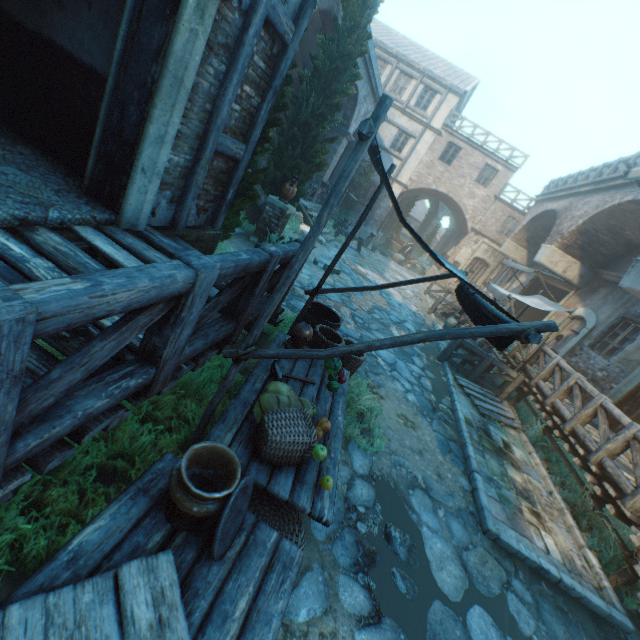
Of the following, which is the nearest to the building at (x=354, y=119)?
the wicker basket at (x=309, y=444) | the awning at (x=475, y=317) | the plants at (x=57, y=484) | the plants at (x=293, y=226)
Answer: the plants at (x=57, y=484)

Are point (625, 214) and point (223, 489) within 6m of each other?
no

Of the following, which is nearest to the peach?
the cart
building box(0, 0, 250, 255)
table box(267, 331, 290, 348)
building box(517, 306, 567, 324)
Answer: table box(267, 331, 290, 348)

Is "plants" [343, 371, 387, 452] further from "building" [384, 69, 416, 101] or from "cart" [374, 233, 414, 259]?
"cart" [374, 233, 414, 259]

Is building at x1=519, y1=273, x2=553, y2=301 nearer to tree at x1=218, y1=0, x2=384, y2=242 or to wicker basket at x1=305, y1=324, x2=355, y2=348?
tree at x1=218, y1=0, x2=384, y2=242

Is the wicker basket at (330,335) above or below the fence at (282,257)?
below

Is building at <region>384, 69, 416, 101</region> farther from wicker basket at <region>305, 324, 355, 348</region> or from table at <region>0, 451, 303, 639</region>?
table at <region>0, 451, 303, 639</region>

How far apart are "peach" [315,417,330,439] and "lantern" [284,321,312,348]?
1.06m
